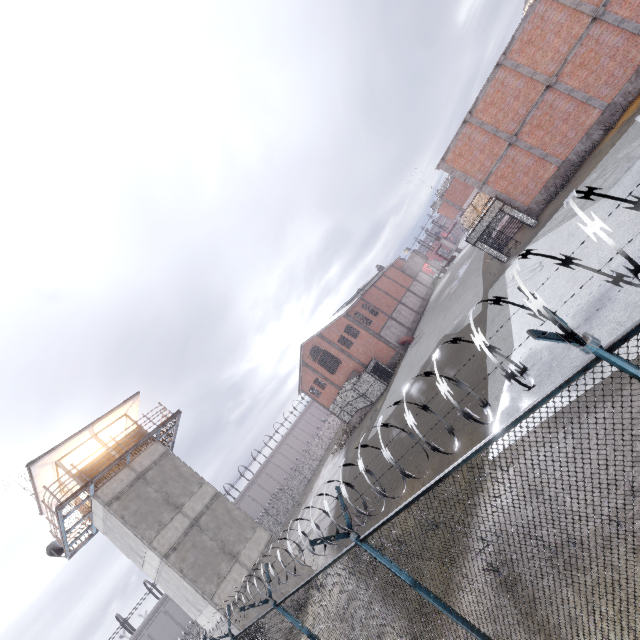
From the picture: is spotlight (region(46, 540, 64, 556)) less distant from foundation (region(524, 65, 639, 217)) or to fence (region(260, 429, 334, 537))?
fence (region(260, 429, 334, 537))

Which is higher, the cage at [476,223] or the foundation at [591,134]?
the cage at [476,223]

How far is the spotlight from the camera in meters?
18.1 m

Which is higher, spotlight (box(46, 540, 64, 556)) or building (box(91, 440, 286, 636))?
spotlight (box(46, 540, 64, 556))

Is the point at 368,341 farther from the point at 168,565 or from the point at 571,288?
the point at 571,288

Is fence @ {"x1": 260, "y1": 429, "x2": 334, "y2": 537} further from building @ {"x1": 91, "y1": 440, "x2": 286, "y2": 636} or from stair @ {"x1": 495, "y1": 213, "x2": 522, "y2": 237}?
stair @ {"x1": 495, "y1": 213, "x2": 522, "y2": 237}

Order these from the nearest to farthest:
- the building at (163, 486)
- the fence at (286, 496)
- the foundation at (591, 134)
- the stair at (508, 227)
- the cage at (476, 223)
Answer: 1. the building at (163, 486)
2. the foundation at (591, 134)
3. the cage at (476, 223)
4. the stair at (508, 227)
5. the fence at (286, 496)

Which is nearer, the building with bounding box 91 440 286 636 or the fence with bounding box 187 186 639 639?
the fence with bounding box 187 186 639 639
